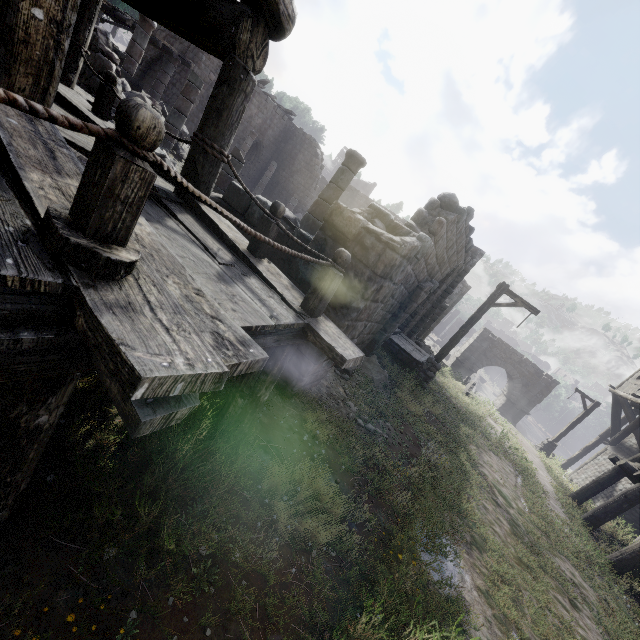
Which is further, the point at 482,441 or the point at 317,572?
the point at 482,441

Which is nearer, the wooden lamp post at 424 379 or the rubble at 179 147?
the rubble at 179 147

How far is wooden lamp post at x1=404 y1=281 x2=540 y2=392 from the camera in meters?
10.7 m

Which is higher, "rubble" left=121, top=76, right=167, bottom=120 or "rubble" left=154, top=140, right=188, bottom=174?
"rubble" left=121, top=76, right=167, bottom=120

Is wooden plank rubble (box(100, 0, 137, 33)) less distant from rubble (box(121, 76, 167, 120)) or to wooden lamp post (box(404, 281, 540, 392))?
rubble (box(121, 76, 167, 120))

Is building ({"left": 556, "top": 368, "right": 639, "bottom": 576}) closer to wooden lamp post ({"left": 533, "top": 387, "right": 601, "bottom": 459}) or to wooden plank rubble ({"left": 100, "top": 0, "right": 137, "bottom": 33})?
wooden plank rubble ({"left": 100, "top": 0, "right": 137, "bottom": 33})

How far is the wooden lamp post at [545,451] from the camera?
19.5m
